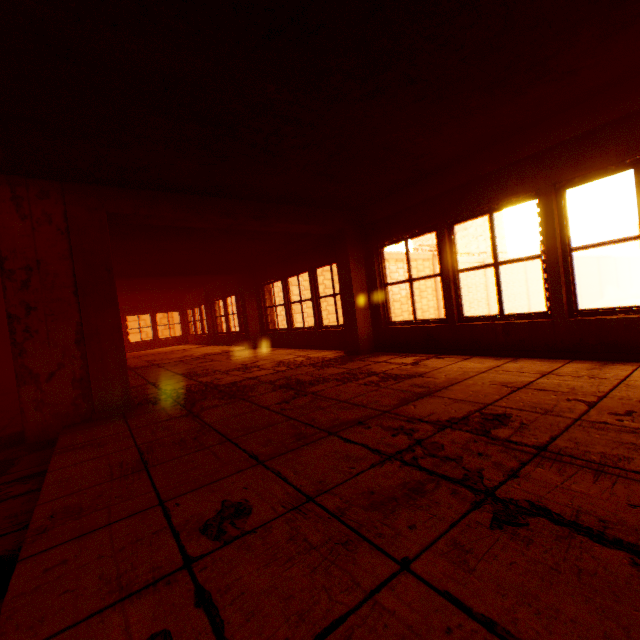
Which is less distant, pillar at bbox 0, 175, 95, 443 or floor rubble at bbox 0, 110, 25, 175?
floor rubble at bbox 0, 110, 25, 175

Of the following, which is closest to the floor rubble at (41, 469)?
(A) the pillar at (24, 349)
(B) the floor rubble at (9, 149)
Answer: (A) the pillar at (24, 349)

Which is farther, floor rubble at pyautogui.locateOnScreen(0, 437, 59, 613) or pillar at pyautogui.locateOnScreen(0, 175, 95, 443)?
pillar at pyautogui.locateOnScreen(0, 175, 95, 443)

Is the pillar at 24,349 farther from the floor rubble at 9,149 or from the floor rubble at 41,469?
the floor rubble at 41,469

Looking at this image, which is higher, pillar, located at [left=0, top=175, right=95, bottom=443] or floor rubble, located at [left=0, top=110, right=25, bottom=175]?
floor rubble, located at [left=0, top=110, right=25, bottom=175]

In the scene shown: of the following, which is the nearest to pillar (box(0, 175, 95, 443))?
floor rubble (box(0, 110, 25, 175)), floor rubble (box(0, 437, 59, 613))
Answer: floor rubble (box(0, 110, 25, 175))

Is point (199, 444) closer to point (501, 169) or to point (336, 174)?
point (336, 174)

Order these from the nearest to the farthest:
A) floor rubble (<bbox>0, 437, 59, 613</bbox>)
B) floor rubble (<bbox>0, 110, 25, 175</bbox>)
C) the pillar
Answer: floor rubble (<bbox>0, 437, 59, 613</bbox>)
floor rubble (<bbox>0, 110, 25, 175</bbox>)
the pillar
